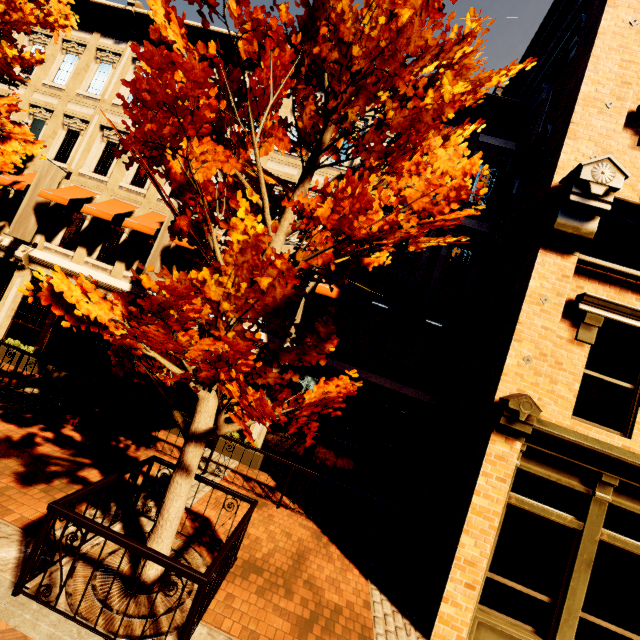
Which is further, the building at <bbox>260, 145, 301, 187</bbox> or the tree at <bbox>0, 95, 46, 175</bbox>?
the building at <bbox>260, 145, 301, 187</bbox>

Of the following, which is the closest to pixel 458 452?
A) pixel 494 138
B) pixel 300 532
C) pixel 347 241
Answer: pixel 300 532

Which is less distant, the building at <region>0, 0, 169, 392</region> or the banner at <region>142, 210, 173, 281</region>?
the banner at <region>142, 210, 173, 281</region>

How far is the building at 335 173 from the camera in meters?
10.9

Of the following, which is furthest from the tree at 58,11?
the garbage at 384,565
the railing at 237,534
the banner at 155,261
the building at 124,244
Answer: the garbage at 384,565

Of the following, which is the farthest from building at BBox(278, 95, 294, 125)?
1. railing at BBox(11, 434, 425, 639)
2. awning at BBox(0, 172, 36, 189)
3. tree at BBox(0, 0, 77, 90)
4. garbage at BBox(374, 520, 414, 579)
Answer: railing at BBox(11, 434, 425, 639)

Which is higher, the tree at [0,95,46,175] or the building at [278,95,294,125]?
the building at [278,95,294,125]
